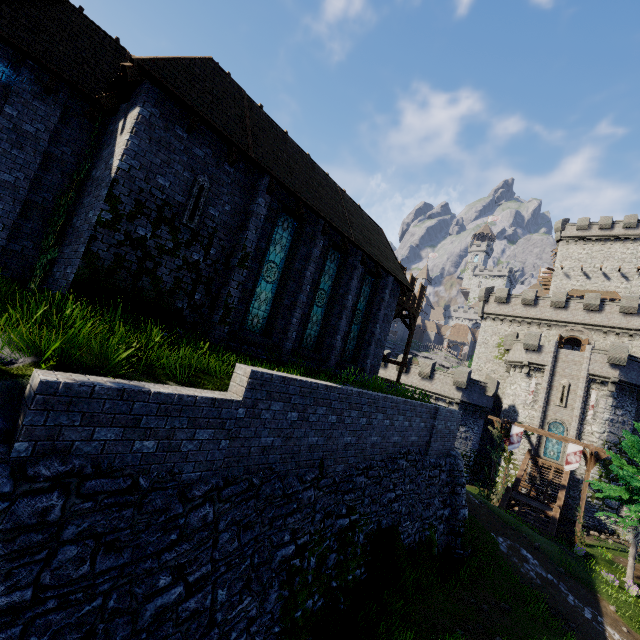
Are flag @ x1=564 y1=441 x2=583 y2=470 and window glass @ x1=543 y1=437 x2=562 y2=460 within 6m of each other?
no

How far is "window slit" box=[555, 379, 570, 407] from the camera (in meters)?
32.31

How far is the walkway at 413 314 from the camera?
23.4 meters

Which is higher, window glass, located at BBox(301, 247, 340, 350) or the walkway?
the walkway

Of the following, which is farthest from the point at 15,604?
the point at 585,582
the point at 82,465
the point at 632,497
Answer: the point at 632,497

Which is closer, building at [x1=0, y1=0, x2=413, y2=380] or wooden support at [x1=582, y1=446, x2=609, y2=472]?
building at [x1=0, y1=0, x2=413, y2=380]

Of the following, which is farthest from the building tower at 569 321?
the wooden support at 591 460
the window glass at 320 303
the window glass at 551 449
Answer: the window glass at 320 303

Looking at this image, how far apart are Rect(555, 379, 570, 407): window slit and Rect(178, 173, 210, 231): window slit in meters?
37.8
